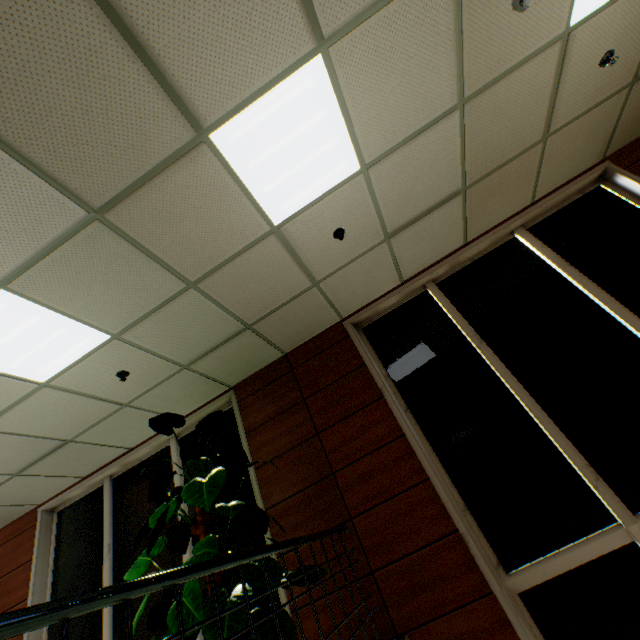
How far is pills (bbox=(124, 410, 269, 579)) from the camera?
2.7 meters

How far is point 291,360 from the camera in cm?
475

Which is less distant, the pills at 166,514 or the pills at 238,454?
the pills at 166,514

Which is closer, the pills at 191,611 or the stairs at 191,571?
the stairs at 191,571

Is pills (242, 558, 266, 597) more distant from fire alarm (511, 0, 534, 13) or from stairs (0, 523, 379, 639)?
fire alarm (511, 0, 534, 13)

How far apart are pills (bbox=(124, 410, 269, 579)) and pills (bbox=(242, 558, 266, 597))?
0.2 meters

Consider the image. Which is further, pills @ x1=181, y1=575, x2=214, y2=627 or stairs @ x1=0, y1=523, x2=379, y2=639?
pills @ x1=181, y1=575, x2=214, y2=627

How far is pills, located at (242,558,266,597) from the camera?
2.6 meters
